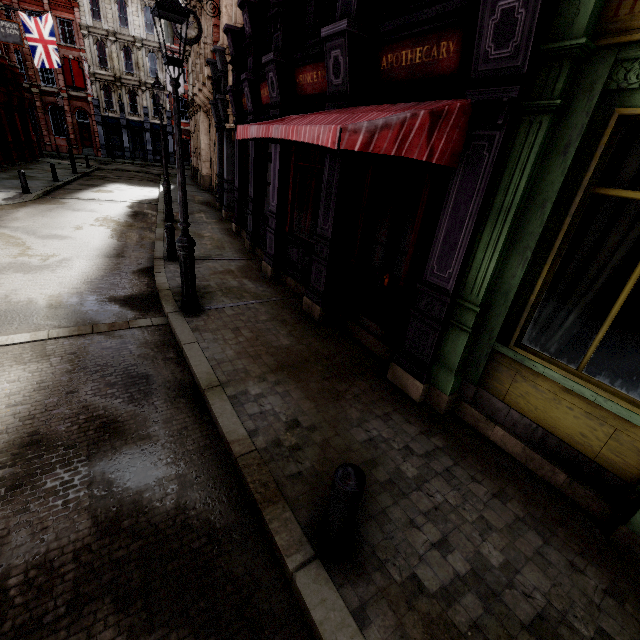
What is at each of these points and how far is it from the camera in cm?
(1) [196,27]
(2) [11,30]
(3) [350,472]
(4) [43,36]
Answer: (1) clock, 1157
(2) sign, 1709
(3) post, 233
(4) flag, 2244

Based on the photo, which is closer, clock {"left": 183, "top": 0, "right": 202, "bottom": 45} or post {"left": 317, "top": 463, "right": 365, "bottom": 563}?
post {"left": 317, "top": 463, "right": 365, "bottom": 563}

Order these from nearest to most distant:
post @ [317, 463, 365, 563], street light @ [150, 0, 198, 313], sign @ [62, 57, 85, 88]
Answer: post @ [317, 463, 365, 563]
street light @ [150, 0, 198, 313]
sign @ [62, 57, 85, 88]

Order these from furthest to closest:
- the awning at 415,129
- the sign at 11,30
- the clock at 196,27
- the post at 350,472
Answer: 1. the sign at 11,30
2. the clock at 196,27
3. the awning at 415,129
4. the post at 350,472

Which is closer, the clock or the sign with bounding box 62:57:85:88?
the clock

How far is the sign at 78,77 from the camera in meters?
33.9 m

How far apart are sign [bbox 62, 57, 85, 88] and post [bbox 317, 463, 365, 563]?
49.4m

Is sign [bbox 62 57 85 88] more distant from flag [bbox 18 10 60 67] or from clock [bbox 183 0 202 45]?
clock [bbox 183 0 202 45]
